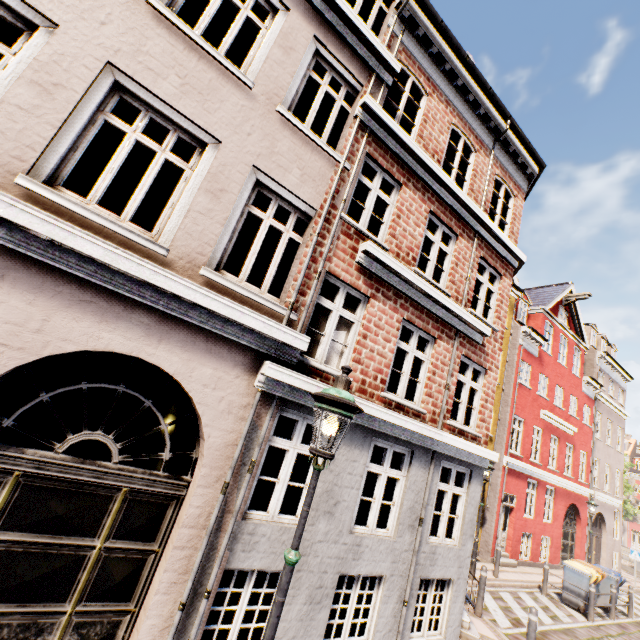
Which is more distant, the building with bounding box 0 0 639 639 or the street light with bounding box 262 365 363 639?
the building with bounding box 0 0 639 639

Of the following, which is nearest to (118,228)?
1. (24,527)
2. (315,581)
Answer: (24,527)

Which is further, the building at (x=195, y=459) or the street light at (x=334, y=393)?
the building at (x=195, y=459)
